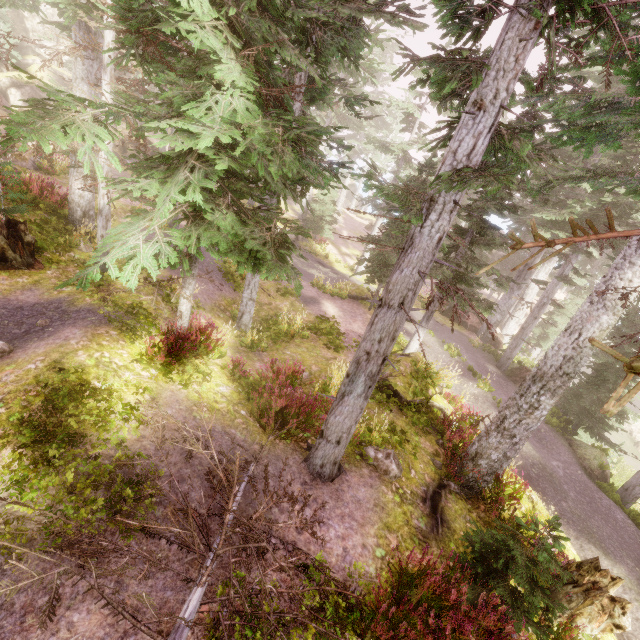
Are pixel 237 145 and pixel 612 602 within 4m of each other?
no

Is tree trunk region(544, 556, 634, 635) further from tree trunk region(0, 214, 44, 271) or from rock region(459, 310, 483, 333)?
rock region(459, 310, 483, 333)

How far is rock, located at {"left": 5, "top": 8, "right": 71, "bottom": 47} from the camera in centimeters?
3623cm

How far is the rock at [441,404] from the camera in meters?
12.1

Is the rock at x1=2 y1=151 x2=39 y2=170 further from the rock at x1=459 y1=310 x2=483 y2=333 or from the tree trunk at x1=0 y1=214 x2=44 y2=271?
the rock at x1=459 y1=310 x2=483 y2=333

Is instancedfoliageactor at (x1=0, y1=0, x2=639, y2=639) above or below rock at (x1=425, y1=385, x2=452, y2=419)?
above

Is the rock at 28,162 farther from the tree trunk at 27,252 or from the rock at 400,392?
the rock at 400,392

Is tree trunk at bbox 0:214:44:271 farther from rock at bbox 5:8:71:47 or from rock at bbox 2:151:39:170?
rock at bbox 5:8:71:47
